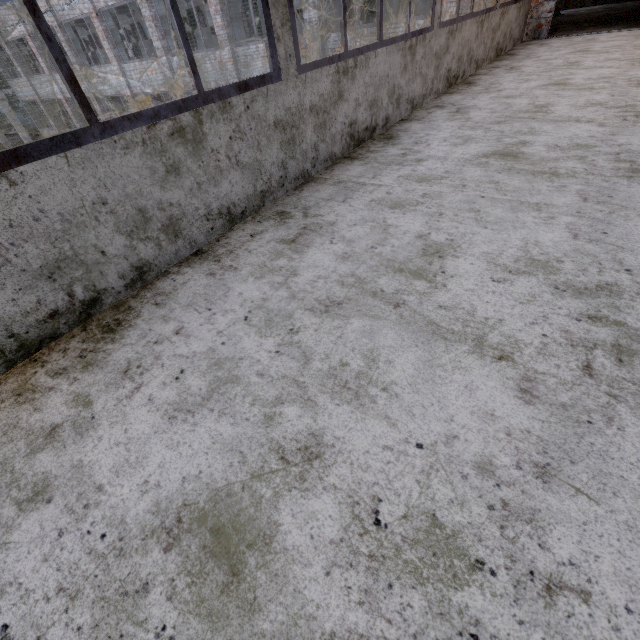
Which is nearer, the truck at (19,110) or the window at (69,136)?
the window at (69,136)

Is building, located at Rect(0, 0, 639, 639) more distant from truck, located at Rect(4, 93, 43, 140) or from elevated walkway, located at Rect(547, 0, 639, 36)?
truck, located at Rect(4, 93, 43, 140)

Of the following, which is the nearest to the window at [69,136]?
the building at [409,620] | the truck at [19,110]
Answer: the building at [409,620]

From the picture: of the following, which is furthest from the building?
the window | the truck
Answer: the truck

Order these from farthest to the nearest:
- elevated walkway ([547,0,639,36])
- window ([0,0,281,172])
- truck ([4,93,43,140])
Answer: truck ([4,93,43,140])
elevated walkway ([547,0,639,36])
window ([0,0,281,172])

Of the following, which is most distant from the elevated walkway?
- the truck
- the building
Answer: the truck

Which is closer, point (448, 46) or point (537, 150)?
point (537, 150)
